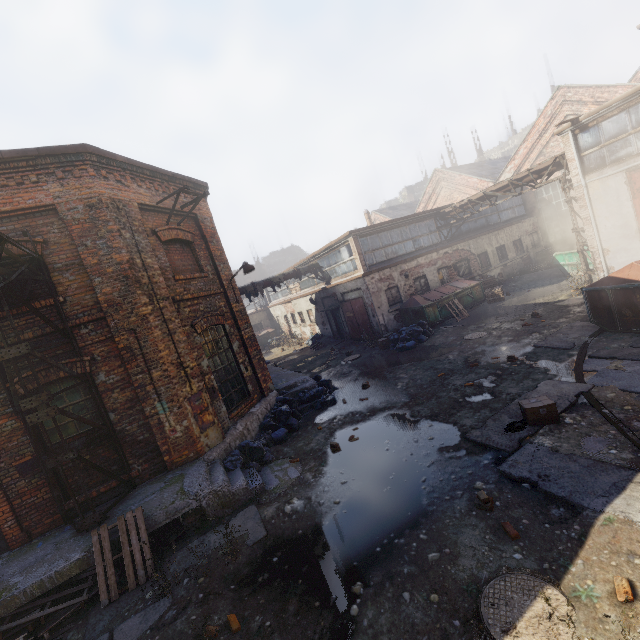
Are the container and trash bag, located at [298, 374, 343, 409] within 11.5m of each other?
no

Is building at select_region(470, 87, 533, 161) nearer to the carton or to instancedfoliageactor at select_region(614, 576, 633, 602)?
the carton

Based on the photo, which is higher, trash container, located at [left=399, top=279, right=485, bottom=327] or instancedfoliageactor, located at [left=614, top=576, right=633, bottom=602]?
trash container, located at [left=399, top=279, right=485, bottom=327]

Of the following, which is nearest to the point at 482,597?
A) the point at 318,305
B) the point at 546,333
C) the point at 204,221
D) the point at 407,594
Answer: the point at 407,594

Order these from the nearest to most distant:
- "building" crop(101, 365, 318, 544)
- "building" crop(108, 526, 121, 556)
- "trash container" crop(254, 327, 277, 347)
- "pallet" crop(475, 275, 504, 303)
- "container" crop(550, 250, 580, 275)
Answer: "building" crop(108, 526, 121, 556) → "building" crop(101, 365, 318, 544) → "container" crop(550, 250, 580, 275) → "pallet" crop(475, 275, 504, 303) → "trash container" crop(254, 327, 277, 347)

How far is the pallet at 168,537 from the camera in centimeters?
624cm

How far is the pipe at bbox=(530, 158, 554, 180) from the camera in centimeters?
1436cm

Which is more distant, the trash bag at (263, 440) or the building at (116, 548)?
the trash bag at (263, 440)
